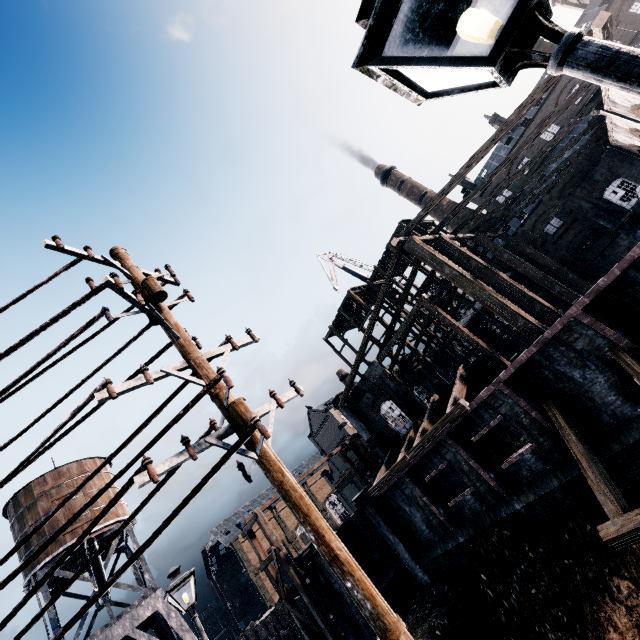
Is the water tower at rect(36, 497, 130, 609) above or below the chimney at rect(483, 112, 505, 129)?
below

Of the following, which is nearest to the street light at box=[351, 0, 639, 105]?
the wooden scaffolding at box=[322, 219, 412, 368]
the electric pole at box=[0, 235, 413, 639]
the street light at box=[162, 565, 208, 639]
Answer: the electric pole at box=[0, 235, 413, 639]

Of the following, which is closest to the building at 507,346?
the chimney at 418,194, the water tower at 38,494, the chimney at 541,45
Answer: the chimney at 418,194

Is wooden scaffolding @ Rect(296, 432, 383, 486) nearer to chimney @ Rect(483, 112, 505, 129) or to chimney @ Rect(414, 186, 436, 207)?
chimney @ Rect(414, 186, 436, 207)

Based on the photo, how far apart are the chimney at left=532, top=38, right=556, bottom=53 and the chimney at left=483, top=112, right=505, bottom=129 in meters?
7.5 m

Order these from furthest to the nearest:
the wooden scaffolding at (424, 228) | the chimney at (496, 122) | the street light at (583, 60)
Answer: the chimney at (496, 122), the wooden scaffolding at (424, 228), the street light at (583, 60)

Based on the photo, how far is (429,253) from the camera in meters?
20.0

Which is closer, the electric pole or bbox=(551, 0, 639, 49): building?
the electric pole
